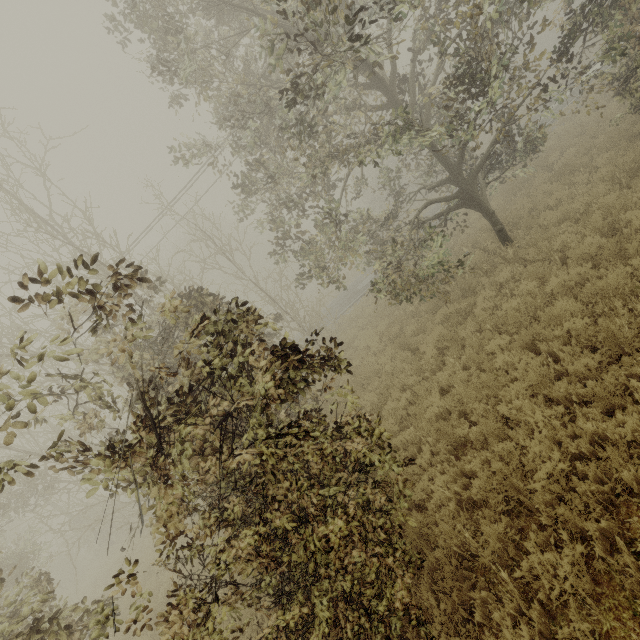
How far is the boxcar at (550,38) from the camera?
58.3 meters

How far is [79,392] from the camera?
3.9 meters

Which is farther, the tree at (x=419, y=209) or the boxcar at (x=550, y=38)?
the boxcar at (x=550, y=38)

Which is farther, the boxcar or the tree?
the boxcar

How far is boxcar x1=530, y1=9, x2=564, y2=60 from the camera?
58.3m
